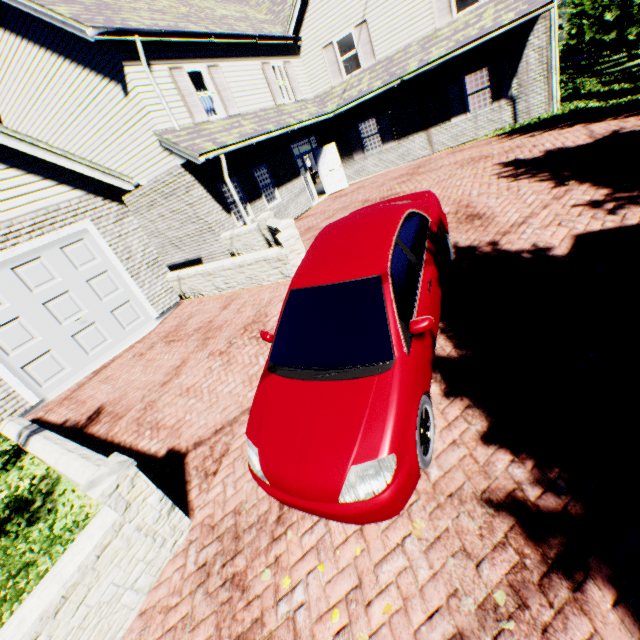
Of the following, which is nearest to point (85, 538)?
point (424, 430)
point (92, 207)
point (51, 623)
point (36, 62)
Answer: point (51, 623)

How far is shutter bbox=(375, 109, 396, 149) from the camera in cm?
1557

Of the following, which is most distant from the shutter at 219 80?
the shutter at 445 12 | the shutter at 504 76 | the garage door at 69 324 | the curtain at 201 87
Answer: the shutter at 504 76

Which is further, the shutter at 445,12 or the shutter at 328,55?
the shutter at 328,55

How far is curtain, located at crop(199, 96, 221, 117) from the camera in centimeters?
1156cm

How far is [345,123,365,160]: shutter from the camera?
16.6m

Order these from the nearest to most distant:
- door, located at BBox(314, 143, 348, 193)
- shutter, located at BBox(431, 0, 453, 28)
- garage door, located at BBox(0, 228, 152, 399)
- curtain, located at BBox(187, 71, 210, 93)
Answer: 1. garage door, located at BBox(0, 228, 152, 399)
2. curtain, located at BBox(187, 71, 210, 93)
3. shutter, located at BBox(431, 0, 453, 28)
4. door, located at BBox(314, 143, 348, 193)
